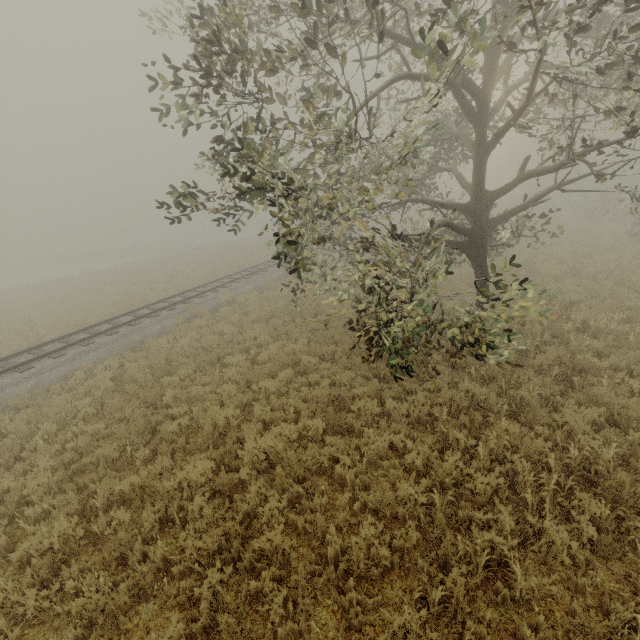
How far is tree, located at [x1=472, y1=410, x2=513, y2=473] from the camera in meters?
5.7 m

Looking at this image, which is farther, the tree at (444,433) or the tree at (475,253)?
the tree at (444,433)

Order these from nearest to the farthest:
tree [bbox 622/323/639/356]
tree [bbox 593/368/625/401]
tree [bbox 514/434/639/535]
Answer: tree [bbox 514/434/639/535]
tree [bbox 593/368/625/401]
tree [bbox 622/323/639/356]

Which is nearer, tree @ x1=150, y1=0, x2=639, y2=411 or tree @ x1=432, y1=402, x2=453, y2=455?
tree @ x1=150, y1=0, x2=639, y2=411

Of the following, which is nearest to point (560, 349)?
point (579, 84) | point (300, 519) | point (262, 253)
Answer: point (579, 84)
